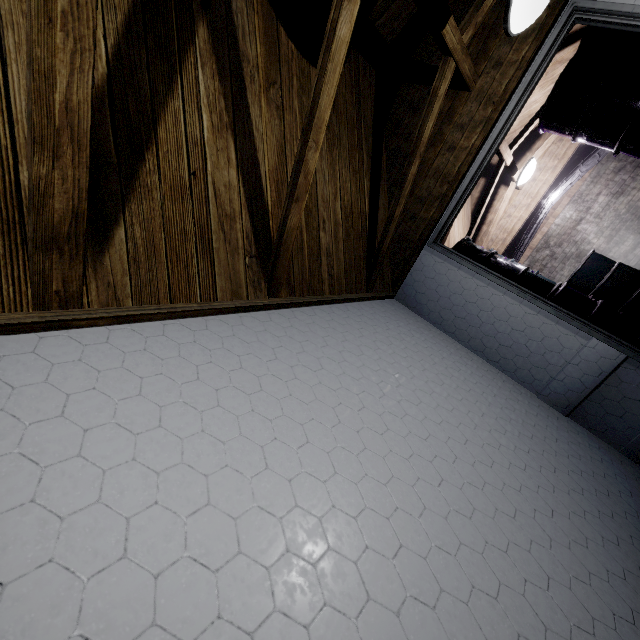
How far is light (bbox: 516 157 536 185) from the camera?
3.8 meters

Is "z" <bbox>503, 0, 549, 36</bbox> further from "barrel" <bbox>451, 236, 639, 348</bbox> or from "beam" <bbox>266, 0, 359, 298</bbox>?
"barrel" <bbox>451, 236, 639, 348</bbox>

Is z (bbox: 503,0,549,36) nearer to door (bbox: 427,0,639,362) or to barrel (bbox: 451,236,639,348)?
door (bbox: 427,0,639,362)

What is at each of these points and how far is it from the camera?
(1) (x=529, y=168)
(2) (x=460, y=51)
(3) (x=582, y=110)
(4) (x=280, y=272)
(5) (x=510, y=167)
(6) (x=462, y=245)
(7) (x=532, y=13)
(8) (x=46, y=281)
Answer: (1) light, 3.8 meters
(2) beam, 2.0 meters
(3) barrel, 2.8 meters
(4) beam, 1.7 meters
(5) beam, 3.9 meters
(6) barrel, 3.5 meters
(7) z, 1.3 meters
(8) beam, 0.9 meters

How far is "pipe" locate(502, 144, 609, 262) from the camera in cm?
535

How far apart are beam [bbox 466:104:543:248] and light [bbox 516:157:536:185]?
0.2 meters

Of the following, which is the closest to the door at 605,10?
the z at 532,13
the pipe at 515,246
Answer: the z at 532,13

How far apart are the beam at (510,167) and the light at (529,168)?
0.2 meters
